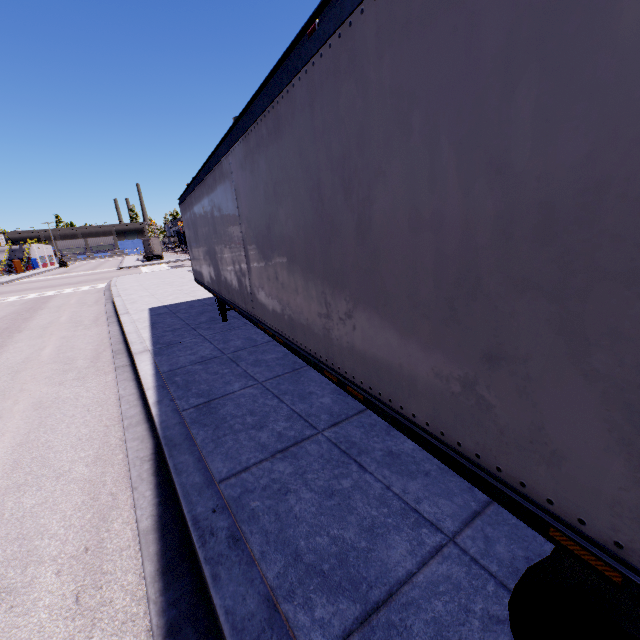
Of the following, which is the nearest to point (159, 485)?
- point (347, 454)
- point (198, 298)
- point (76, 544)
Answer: point (76, 544)
